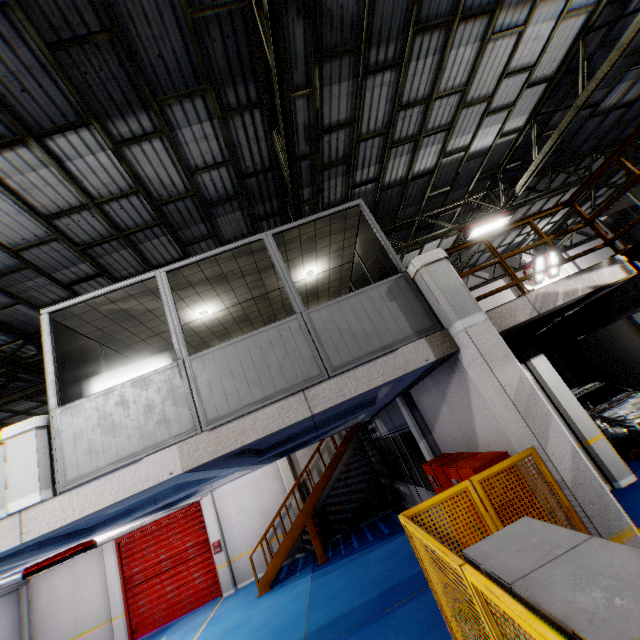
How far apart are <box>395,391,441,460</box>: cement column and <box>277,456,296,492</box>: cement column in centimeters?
861cm

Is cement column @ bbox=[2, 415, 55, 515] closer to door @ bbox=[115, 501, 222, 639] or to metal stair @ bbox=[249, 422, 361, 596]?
metal stair @ bbox=[249, 422, 361, 596]

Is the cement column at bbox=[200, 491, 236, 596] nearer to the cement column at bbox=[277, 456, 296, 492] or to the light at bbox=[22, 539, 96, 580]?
the cement column at bbox=[277, 456, 296, 492]

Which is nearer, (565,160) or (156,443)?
(156,443)

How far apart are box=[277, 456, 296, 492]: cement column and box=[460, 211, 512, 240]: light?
12.0 meters

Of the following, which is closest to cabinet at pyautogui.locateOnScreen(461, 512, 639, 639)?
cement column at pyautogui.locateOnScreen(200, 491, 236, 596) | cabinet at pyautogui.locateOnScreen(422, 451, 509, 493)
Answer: cabinet at pyautogui.locateOnScreen(422, 451, 509, 493)

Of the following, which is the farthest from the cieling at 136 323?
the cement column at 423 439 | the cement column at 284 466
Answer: the cement column at 284 466

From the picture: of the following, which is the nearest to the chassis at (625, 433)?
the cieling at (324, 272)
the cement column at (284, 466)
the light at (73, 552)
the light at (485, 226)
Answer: the light at (485, 226)
